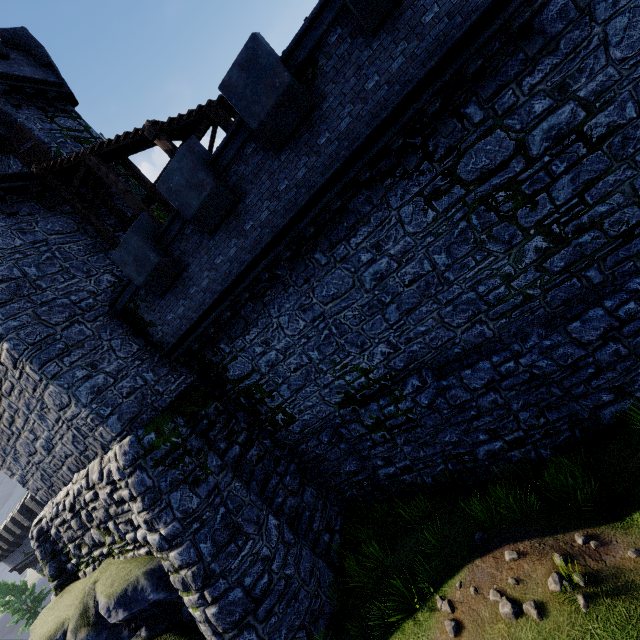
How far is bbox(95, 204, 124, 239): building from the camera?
13.3m

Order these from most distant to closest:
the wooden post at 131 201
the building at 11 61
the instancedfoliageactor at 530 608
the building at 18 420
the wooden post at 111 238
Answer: the building at 11 61, the wooden post at 111 238, the wooden post at 131 201, the building at 18 420, the instancedfoliageactor at 530 608

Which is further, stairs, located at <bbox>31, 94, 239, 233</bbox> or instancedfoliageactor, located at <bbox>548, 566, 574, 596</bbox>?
stairs, located at <bbox>31, 94, 239, 233</bbox>

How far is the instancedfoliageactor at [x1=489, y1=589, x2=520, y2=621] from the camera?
5.9m

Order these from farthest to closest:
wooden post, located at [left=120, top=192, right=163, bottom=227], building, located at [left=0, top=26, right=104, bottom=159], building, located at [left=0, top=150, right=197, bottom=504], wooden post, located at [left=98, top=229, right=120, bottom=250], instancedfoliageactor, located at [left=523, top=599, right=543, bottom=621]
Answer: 1. building, located at [left=0, top=26, right=104, bottom=159]
2. wooden post, located at [left=98, top=229, right=120, bottom=250]
3. wooden post, located at [left=120, top=192, right=163, bottom=227]
4. building, located at [left=0, top=150, right=197, bottom=504]
5. instancedfoliageactor, located at [left=523, top=599, right=543, bottom=621]

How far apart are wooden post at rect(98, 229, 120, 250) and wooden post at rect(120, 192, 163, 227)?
1.56m

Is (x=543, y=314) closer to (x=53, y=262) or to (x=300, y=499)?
(x=300, y=499)

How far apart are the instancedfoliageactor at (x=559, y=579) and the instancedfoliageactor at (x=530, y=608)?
0.4m
